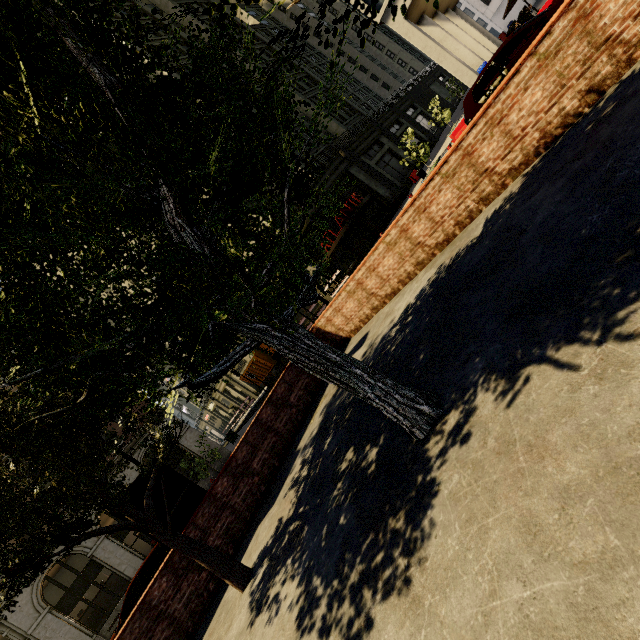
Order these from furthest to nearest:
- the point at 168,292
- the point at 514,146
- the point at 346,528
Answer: the point at 514,146
the point at 346,528
the point at 168,292

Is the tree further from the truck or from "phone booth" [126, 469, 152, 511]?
the truck

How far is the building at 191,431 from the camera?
25.0 meters

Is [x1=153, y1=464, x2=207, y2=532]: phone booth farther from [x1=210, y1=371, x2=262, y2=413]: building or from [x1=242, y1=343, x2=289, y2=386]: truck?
[x1=210, y1=371, x2=262, y2=413]: building

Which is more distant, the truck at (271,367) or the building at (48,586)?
the truck at (271,367)

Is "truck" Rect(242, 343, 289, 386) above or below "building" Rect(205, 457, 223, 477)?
above

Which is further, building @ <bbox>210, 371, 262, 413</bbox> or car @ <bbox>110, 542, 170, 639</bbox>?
building @ <bbox>210, 371, 262, 413</bbox>

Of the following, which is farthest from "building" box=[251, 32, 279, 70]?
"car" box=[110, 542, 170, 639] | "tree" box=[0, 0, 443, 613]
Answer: "car" box=[110, 542, 170, 639]
